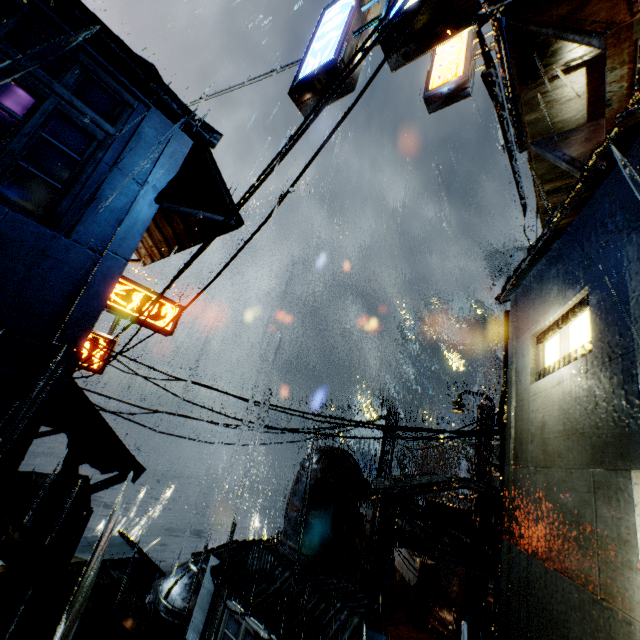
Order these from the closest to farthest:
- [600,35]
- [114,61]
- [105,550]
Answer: [600,35]
[114,61]
[105,550]

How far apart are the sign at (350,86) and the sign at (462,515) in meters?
21.4

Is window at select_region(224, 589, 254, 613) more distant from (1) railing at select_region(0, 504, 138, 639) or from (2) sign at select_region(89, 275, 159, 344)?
(2) sign at select_region(89, 275, 159, 344)

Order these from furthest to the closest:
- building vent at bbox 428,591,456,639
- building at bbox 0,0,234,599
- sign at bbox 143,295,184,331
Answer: building vent at bbox 428,591,456,639 → sign at bbox 143,295,184,331 → building at bbox 0,0,234,599

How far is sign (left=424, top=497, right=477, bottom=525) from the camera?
19.2 meters

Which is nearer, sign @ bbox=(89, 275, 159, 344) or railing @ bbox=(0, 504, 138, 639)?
railing @ bbox=(0, 504, 138, 639)

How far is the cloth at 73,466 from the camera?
10.70m

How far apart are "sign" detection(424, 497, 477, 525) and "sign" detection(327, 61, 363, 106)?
21.4m
